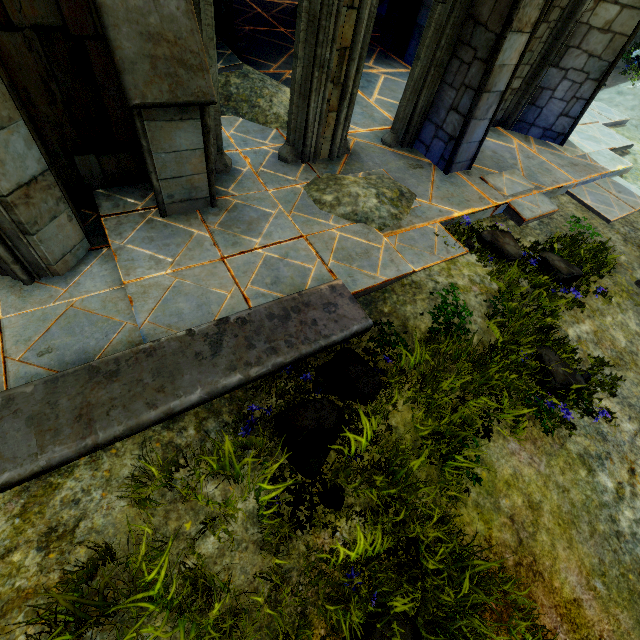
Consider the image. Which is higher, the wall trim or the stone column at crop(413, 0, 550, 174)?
the stone column at crop(413, 0, 550, 174)

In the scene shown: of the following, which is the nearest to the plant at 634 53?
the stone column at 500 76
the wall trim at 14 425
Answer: the stone column at 500 76

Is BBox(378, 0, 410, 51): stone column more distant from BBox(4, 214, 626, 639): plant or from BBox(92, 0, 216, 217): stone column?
BBox(4, 214, 626, 639): plant

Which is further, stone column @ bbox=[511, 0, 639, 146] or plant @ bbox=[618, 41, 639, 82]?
plant @ bbox=[618, 41, 639, 82]

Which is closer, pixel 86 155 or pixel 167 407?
pixel 167 407

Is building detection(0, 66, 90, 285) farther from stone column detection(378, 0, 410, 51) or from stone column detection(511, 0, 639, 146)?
stone column detection(378, 0, 410, 51)

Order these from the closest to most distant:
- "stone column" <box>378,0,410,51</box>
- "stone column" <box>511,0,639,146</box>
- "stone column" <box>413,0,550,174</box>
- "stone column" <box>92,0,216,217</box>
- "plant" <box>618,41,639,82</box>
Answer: "stone column" <box>92,0,216,217</box> < "stone column" <box>413,0,550,174</box> < "stone column" <box>511,0,639,146</box> < "stone column" <box>378,0,410,51</box> < "plant" <box>618,41,639,82</box>

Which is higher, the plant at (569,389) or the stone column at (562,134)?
the stone column at (562,134)
